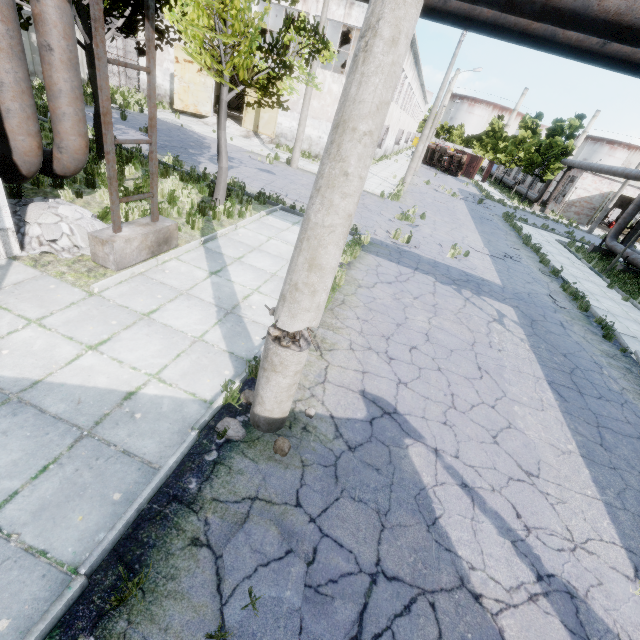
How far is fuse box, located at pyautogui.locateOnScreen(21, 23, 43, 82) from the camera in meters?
18.9

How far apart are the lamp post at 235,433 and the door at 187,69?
27.7 meters

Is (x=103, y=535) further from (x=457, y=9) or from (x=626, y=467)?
(x=626, y=467)

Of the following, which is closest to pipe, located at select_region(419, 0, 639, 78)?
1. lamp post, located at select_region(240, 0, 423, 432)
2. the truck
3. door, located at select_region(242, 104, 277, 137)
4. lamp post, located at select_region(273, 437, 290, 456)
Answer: lamp post, located at select_region(240, 0, 423, 432)

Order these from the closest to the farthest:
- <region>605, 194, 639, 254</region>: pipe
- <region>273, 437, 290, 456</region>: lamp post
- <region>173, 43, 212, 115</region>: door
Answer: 1. <region>273, 437, 290, 456</region>: lamp post
2. <region>605, 194, 639, 254</region>: pipe
3. <region>173, 43, 212, 115</region>: door

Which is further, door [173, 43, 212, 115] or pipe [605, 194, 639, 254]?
door [173, 43, 212, 115]

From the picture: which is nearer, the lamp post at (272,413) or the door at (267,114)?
the lamp post at (272,413)

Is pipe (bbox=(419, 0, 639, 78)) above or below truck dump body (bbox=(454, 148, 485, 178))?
above
